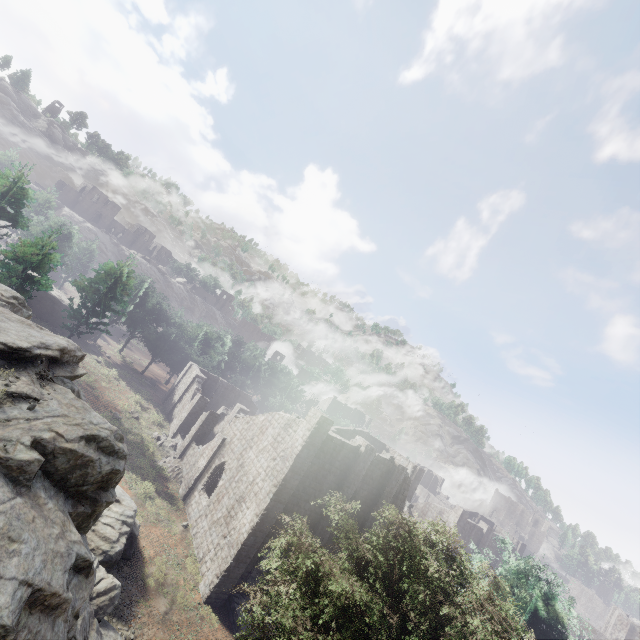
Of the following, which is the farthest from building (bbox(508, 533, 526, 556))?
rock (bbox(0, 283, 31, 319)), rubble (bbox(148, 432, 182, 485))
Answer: rubble (bbox(148, 432, 182, 485))

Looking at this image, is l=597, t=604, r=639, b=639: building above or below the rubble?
above

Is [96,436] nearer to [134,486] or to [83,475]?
[83,475]

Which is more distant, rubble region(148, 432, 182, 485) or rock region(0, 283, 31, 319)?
rubble region(148, 432, 182, 485)

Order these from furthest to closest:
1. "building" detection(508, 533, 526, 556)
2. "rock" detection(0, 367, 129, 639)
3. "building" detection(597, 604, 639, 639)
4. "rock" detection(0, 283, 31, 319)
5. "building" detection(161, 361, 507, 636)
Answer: "building" detection(508, 533, 526, 556) < "building" detection(597, 604, 639, 639) < "building" detection(161, 361, 507, 636) < "rock" detection(0, 283, 31, 319) < "rock" detection(0, 367, 129, 639)

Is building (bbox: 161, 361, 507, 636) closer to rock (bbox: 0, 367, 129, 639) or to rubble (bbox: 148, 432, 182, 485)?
rock (bbox: 0, 367, 129, 639)

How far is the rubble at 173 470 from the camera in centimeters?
2882cm

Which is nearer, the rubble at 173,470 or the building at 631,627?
the rubble at 173,470
